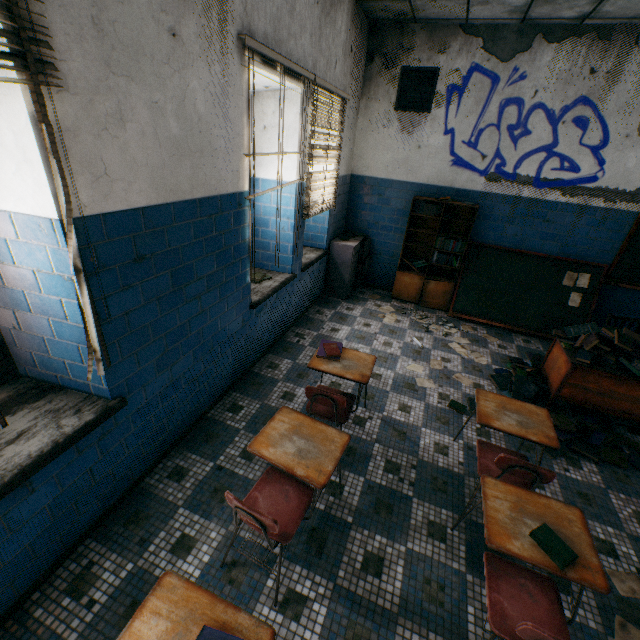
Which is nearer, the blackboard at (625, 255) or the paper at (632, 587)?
the paper at (632, 587)

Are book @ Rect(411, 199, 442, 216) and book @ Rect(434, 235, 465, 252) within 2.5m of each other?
yes

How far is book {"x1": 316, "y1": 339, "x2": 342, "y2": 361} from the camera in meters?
2.9

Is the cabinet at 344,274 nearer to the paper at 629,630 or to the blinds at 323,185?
the blinds at 323,185

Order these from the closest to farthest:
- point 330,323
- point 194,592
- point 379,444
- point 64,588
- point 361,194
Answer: point 194,592, point 64,588, point 379,444, point 330,323, point 361,194

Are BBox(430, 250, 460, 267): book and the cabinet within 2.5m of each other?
yes

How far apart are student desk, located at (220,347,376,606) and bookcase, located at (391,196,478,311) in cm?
405

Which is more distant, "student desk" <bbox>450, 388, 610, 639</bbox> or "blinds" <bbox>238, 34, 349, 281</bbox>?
"blinds" <bbox>238, 34, 349, 281</bbox>
